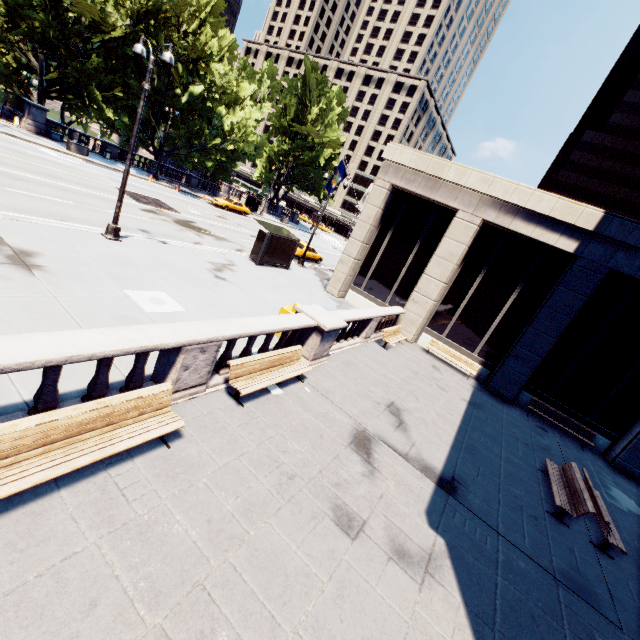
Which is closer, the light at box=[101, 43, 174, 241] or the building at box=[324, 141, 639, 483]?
the light at box=[101, 43, 174, 241]

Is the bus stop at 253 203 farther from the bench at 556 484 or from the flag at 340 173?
the bench at 556 484

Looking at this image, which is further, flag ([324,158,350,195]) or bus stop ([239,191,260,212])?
bus stop ([239,191,260,212])

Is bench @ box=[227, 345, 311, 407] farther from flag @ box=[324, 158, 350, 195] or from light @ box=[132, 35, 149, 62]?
flag @ box=[324, 158, 350, 195]

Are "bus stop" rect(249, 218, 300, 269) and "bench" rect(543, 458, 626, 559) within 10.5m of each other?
no

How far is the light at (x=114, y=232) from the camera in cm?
1112

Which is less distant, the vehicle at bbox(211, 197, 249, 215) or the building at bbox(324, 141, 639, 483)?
the building at bbox(324, 141, 639, 483)

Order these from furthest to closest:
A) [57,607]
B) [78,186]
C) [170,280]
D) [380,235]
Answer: [380,235] < [78,186] < [170,280] < [57,607]
